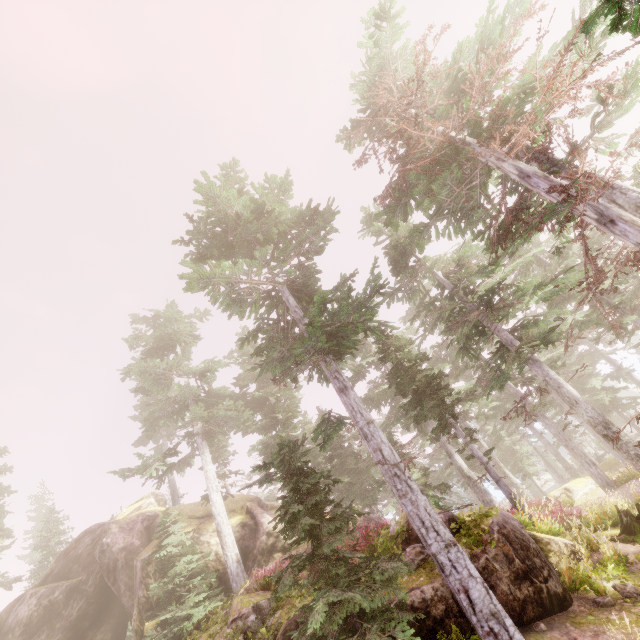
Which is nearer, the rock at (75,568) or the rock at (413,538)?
the rock at (413,538)

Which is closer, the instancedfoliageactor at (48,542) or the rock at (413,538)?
the rock at (413,538)

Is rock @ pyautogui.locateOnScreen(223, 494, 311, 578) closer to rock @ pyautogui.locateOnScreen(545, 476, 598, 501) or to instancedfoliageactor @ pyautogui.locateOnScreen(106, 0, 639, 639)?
instancedfoliageactor @ pyautogui.locateOnScreen(106, 0, 639, 639)

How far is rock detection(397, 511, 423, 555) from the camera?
10.0m

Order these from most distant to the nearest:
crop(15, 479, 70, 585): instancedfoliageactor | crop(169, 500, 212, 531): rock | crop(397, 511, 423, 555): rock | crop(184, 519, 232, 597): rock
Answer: crop(15, 479, 70, 585): instancedfoliageactor → crop(169, 500, 212, 531): rock → crop(184, 519, 232, 597): rock → crop(397, 511, 423, 555): rock

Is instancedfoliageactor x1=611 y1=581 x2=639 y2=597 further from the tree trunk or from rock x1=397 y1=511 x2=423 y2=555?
the tree trunk

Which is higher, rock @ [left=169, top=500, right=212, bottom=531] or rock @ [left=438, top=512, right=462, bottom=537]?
rock @ [left=169, top=500, right=212, bottom=531]

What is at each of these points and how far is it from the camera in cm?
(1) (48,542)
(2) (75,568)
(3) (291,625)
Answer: (1) instancedfoliageactor, 3262
(2) rock, 2438
(3) rock, 941
